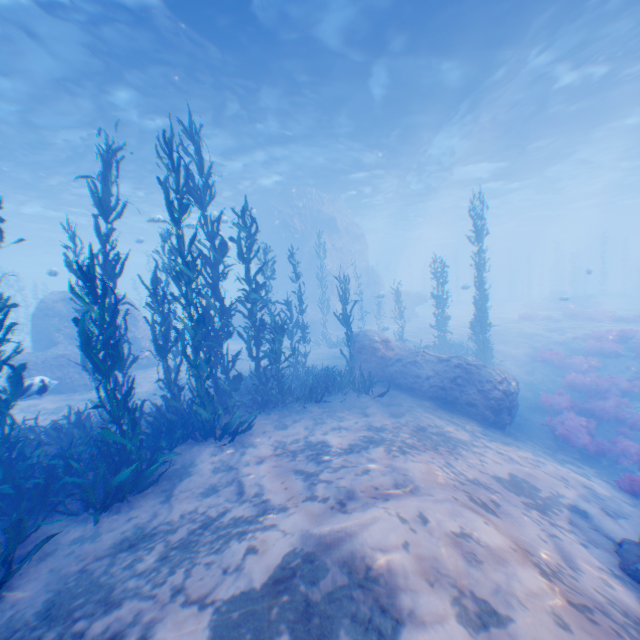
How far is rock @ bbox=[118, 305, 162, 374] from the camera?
17.8m

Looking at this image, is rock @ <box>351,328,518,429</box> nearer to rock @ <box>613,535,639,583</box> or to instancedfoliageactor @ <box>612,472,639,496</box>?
instancedfoliageactor @ <box>612,472,639,496</box>

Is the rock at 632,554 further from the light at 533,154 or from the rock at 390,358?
the light at 533,154

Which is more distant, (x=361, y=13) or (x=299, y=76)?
(x=299, y=76)

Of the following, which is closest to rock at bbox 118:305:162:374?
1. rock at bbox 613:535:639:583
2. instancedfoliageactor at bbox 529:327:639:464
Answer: instancedfoliageactor at bbox 529:327:639:464

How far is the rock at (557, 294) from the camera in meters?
18.4

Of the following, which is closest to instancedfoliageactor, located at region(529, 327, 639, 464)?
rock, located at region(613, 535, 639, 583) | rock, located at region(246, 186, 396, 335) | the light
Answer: rock, located at region(246, 186, 396, 335)

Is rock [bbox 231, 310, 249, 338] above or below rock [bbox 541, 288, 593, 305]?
above
